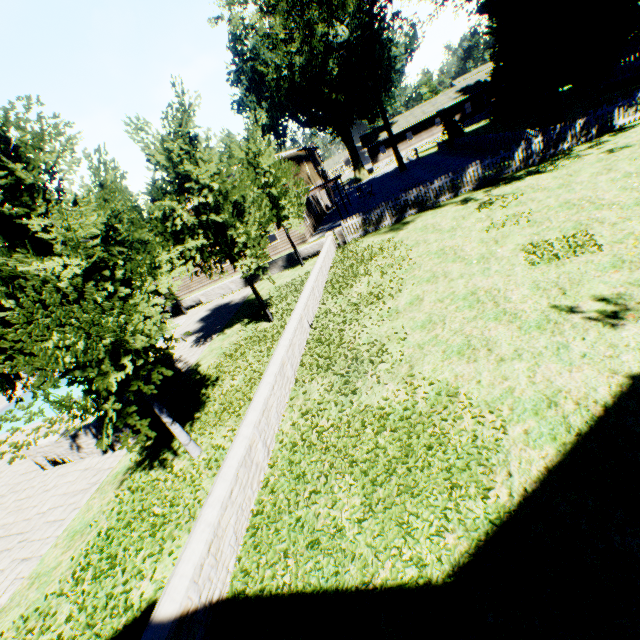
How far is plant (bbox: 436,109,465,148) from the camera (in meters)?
32.59

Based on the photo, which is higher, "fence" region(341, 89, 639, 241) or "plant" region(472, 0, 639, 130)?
"plant" region(472, 0, 639, 130)

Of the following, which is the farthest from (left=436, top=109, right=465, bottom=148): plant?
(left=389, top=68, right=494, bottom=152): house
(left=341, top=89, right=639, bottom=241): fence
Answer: (left=389, top=68, right=494, bottom=152): house

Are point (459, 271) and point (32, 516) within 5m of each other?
no

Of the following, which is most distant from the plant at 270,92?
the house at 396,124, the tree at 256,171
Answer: the house at 396,124

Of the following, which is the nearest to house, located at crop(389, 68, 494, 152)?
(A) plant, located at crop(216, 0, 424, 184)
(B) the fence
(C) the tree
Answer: (B) the fence

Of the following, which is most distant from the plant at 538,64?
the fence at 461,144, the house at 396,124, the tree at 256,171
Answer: the house at 396,124

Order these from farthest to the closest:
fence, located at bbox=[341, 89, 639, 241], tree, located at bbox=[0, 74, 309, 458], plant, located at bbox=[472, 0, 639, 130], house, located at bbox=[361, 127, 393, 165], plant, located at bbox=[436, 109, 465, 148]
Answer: house, located at bbox=[361, 127, 393, 165], plant, located at bbox=[436, 109, 465, 148], plant, located at bbox=[472, 0, 639, 130], fence, located at bbox=[341, 89, 639, 241], tree, located at bbox=[0, 74, 309, 458]
